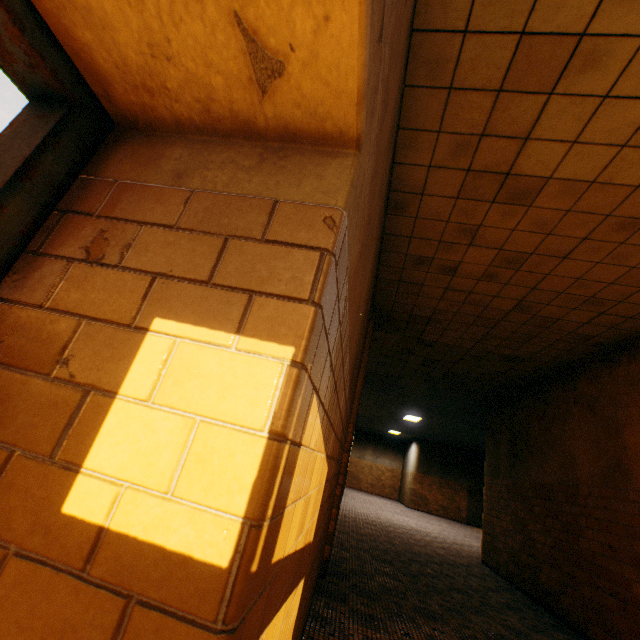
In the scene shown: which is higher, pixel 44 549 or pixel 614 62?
pixel 614 62
